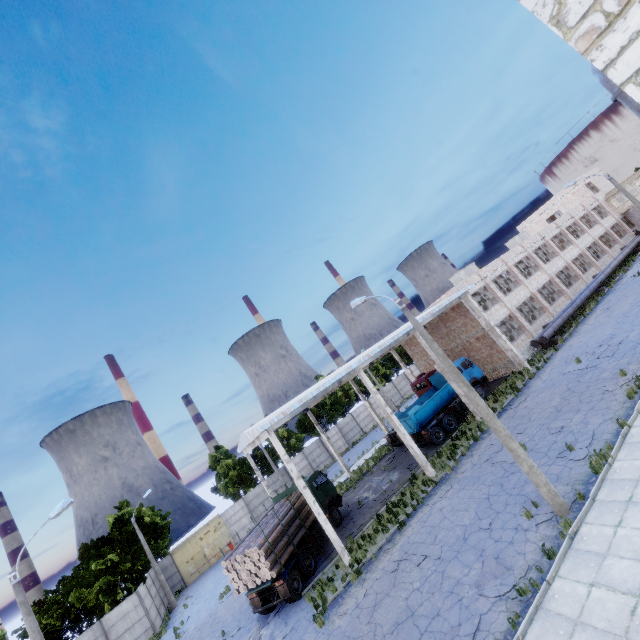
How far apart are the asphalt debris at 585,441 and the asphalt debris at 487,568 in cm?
517

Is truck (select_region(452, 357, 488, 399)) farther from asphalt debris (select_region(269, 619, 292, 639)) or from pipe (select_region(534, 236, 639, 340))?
asphalt debris (select_region(269, 619, 292, 639))

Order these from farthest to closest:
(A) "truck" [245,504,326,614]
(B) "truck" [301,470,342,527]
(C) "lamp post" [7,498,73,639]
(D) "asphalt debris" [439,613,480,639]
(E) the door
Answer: (E) the door < (B) "truck" [301,470,342,527] < (A) "truck" [245,504,326,614] < (C) "lamp post" [7,498,73,639] < (D) "asphalt debris" [439,613,480,639]

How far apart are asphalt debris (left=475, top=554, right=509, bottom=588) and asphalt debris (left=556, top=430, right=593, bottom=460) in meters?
5.2

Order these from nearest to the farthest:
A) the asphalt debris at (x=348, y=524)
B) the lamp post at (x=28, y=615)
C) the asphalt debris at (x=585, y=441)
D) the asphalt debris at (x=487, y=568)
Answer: the asphalt debris at (x=487, y=568) < the lamp post at (x=28, y=615) < the asphalt debris at (x=585, y=441) < the asphalt debris at (x=348, y=524)

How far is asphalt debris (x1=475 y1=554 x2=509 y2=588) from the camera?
10.02m

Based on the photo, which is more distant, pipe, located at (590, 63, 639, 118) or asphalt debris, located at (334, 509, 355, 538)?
asphalt debris, located at (334, 509, 355, 538)

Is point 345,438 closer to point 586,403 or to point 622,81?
point 586,403
